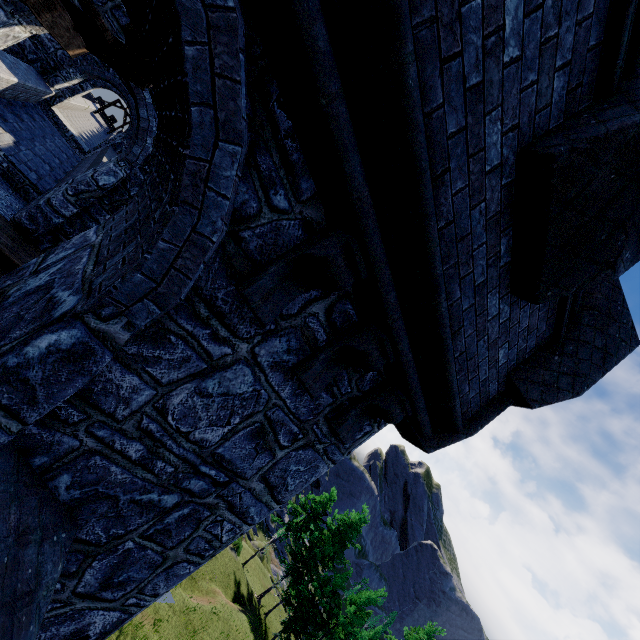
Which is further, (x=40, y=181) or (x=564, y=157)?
(x=40, y=181)

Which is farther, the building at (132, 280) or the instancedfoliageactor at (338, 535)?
the instancedfoliageactor at (338, 535)

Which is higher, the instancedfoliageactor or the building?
the building

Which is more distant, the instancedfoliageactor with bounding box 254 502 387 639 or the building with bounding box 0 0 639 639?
the instancedfoliageactor with bounding box 254 502 387 639

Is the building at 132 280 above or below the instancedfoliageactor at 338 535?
above
